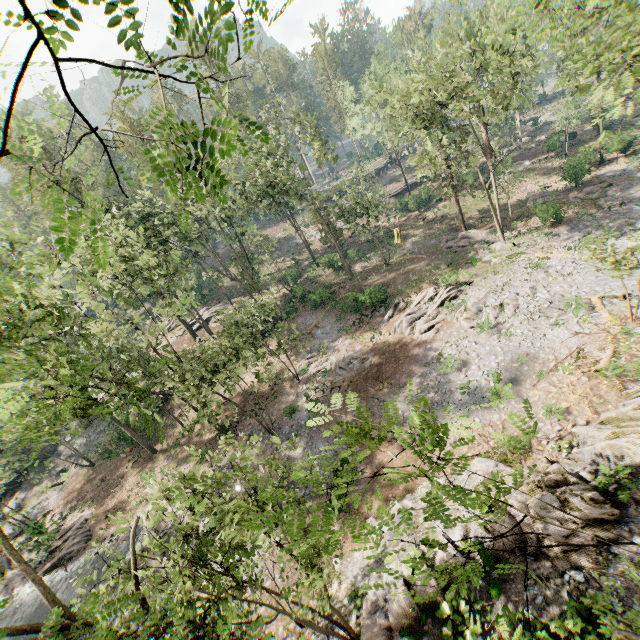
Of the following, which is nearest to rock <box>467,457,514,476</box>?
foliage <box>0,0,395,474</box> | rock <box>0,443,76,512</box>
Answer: foliage <box>0,0,395,474</box>

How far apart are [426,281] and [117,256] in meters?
26.5 m

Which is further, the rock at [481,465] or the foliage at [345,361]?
the foliage at [345,361]

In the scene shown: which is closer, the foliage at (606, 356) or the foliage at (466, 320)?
the foliage at (606, 356)

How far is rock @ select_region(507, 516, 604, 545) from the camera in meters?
10.1 m

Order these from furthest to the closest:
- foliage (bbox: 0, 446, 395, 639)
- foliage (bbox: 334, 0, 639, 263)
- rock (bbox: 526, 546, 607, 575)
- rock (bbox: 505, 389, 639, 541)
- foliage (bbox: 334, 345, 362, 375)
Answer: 1. foliage (bbox: 334, 345, 362, 375)
2. foliage (bbox: 334, 0, 639, 263)
3. rock (bbox: 505, 389, 639, 541)
4. rock (bbox: 526, 546, 607, 575)
5. foliage (bbox: 0, 446, 395, 639)
